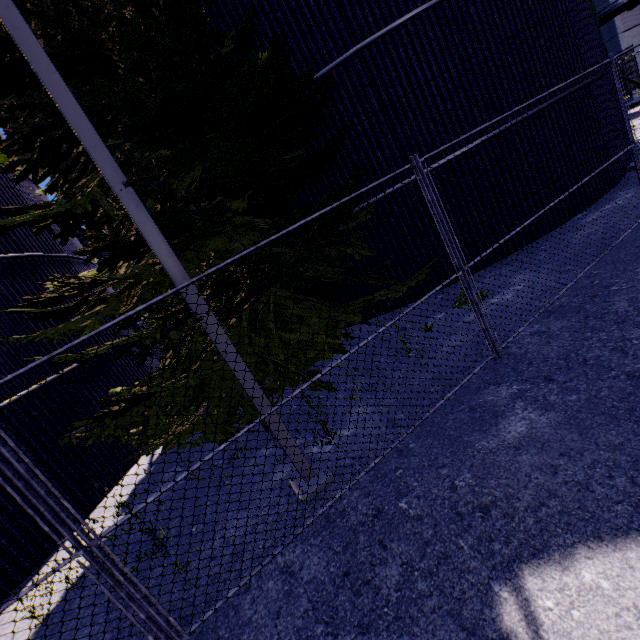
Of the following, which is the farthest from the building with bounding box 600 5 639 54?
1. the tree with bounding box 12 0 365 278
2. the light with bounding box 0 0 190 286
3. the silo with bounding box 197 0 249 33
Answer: the light with bounding box 0 0 190 286

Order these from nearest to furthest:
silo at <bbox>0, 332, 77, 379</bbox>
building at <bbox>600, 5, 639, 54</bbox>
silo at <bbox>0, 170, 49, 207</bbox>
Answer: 1. silo at <bbox>0, 332, 77, 379</bbox>
2. silo at <bbox>0, 170, 49, 207</bbox>
3. building at <bbox>600, 5, 639, 54</bbox>

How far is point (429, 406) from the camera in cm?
433

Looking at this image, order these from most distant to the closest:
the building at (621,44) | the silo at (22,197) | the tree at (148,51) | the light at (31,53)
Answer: the building at (621,44), the silo at (22,197), the tree at (148,51), the light at (31,53)

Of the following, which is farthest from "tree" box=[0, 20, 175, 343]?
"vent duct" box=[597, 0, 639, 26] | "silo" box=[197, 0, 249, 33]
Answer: "vent duct" box=[597, 0, 639, 26]

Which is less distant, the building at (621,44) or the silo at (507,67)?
the silo at (507,67)

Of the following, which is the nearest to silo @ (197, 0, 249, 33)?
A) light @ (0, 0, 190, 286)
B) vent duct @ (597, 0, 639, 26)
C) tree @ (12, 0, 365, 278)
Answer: tree @ (12, 0, 365, 278)

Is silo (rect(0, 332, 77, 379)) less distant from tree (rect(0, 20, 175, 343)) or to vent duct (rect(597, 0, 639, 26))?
tree (rect(0, 20, 175, 343))
